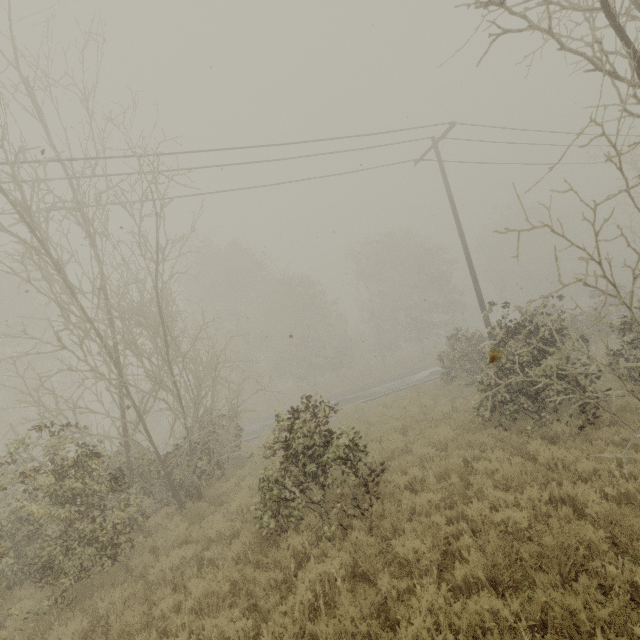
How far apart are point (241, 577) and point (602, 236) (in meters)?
66.27
